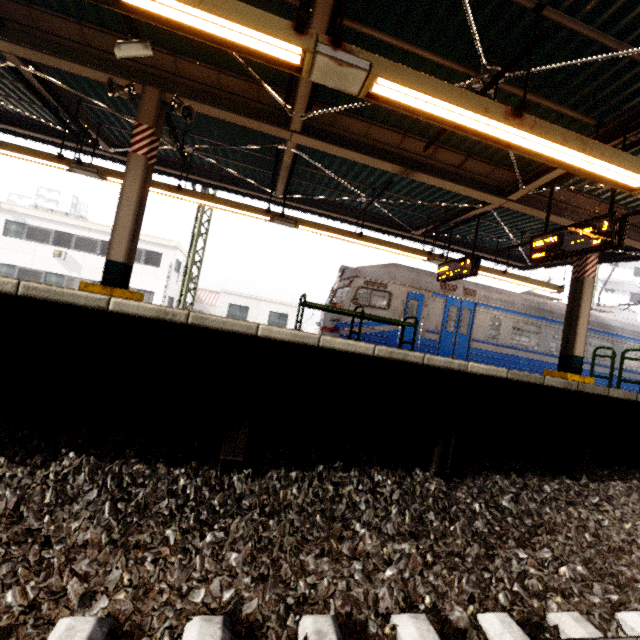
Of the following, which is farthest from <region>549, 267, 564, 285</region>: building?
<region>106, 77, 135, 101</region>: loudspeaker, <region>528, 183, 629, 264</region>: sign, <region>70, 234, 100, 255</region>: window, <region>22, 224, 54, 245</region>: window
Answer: <region>22, 224, 54, 245</region>: window

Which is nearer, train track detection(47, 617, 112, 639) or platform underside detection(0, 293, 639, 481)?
train track detection(47, 617, 112, 639)

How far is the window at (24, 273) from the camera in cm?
2222

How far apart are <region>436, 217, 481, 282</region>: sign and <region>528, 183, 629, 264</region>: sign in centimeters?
168cm

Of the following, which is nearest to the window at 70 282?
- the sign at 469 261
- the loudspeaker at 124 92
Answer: the loudspeaker at 124 92

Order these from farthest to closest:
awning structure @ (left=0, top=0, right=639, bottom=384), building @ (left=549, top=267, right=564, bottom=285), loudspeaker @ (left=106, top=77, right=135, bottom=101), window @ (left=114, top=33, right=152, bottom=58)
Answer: building @ (left=549, top=267, right=564, bottom=285) → loudspeaker @ (left=106, top=77, right=135, bottom=101) → window @ (left=114, top=33, right=152, bottom=58) → awning structure @ (left=0, top=0, right=639, bottom=384)

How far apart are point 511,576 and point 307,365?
2.01m

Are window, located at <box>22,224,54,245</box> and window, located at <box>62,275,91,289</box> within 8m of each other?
yes
